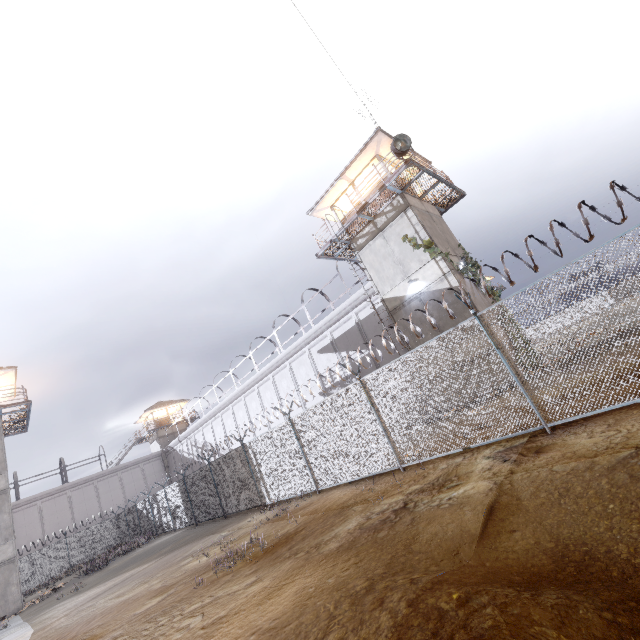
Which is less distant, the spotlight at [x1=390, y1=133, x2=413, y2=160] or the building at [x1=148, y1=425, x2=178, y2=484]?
the spotlight at [x1=390, y1=133, x2=413, y2=160]

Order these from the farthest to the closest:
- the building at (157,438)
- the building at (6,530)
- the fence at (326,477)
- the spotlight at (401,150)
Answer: the building at (157,438)
the building at (6,530)
the spotlight at (401,150)
the fence at (326,477)

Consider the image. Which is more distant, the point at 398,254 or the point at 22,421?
the point at 22,421

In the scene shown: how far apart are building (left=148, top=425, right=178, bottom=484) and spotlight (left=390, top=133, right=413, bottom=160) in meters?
45.2 m

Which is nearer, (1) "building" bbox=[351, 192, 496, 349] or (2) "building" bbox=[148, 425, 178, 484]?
(1) "building" bbox=[351, 192, 496, 349]

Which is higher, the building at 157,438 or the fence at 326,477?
the building at 157,438

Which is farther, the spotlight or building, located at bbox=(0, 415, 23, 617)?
building, located at bbox=(0, 415, 23, 617)

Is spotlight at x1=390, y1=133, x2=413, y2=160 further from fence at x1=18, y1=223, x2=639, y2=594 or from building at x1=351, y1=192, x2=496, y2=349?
fence at x1=18, y1=223, x2=639, y2=594
